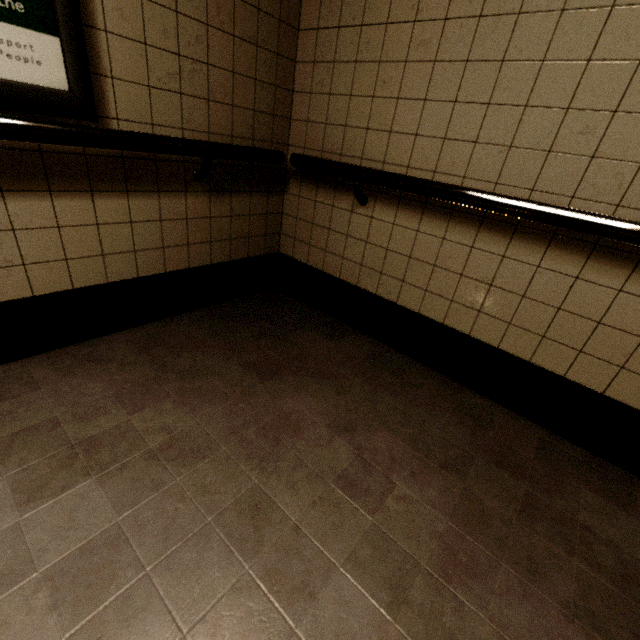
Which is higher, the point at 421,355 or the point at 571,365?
the point at 571,365
